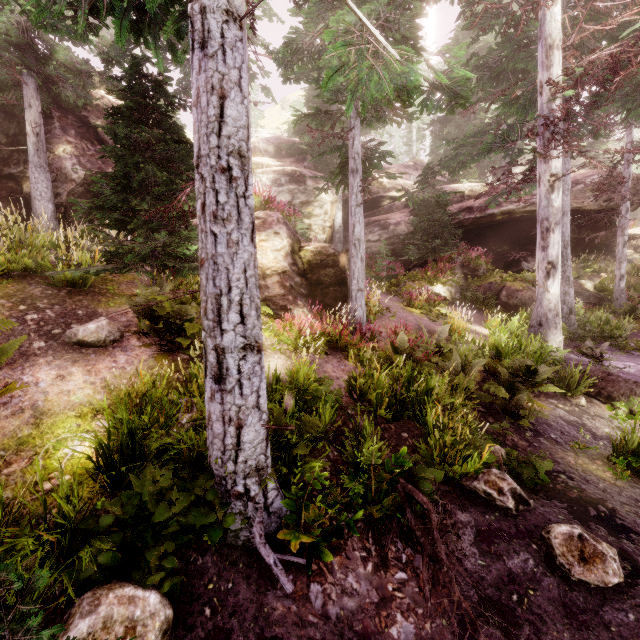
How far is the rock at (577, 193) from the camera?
16.3m

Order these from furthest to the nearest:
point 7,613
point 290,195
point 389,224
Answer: point 389,224
point 290,195
point 7,613

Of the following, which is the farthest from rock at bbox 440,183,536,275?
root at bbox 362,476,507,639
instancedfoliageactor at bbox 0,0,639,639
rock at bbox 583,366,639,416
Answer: rock at bbox 583,366,639,416

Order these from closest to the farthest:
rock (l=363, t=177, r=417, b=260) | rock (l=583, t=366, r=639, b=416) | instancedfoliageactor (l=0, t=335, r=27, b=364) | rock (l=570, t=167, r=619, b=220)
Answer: instancedfoliageactor (l=0, t=335, r=27, b=364), rock (l=583, t=366, r=639, b=416), rock (l=570, t=167, r=619, b=220), rock (l=363, t=177, r=417, b=260)

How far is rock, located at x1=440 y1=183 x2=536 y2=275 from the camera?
17.3 meters
